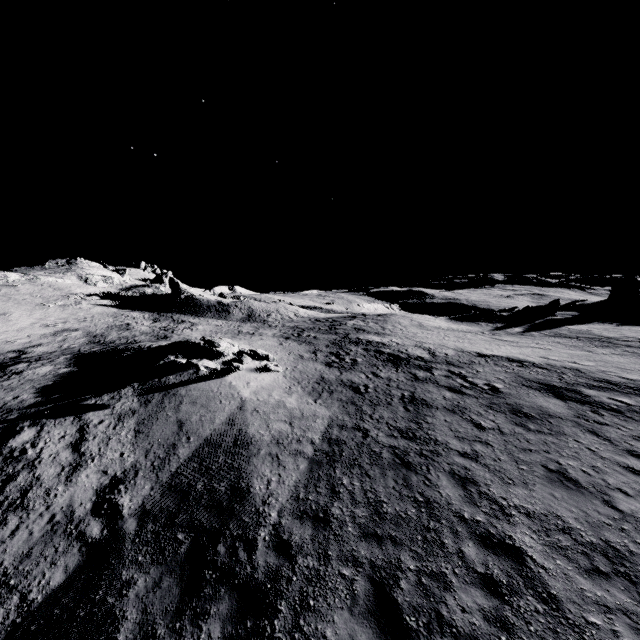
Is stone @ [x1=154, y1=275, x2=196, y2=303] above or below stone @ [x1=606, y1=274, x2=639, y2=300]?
above

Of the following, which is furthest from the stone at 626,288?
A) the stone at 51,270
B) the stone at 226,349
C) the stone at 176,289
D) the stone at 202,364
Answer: A: the stone at 51,270

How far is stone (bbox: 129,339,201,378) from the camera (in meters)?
15.22

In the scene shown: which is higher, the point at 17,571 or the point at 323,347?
the point at 323,347

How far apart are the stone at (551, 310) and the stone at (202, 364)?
40.51m

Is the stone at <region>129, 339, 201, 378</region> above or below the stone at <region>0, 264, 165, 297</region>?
below

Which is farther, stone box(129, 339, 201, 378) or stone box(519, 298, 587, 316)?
stone box(519, 298, 587, 316)
